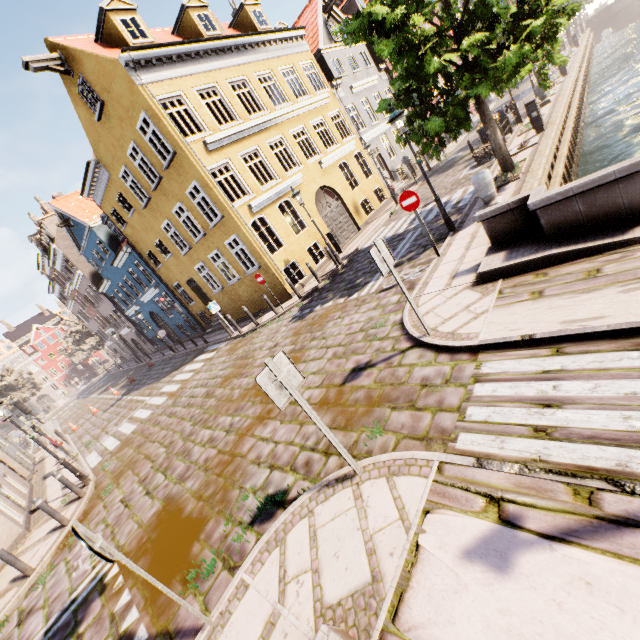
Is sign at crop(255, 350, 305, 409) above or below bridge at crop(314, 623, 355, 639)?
above

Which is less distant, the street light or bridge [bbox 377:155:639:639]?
bridge [bbox 377:155:639:639]

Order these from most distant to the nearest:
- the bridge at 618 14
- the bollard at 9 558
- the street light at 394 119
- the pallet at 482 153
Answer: the bridge at 618 14 → the pallet at 482 153 → the street light at 394 119 → the bollard at 9 558

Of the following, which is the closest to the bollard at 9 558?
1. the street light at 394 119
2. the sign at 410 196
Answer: the sign at 410 196

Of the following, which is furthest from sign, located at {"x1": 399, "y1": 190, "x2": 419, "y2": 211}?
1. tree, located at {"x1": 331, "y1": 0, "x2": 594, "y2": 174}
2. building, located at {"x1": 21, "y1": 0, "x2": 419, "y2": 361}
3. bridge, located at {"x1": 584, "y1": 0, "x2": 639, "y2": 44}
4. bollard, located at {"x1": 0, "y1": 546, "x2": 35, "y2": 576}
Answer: bridge, located at {"x1": 584, "y1": 0, "x2": 639, "y2": 44}

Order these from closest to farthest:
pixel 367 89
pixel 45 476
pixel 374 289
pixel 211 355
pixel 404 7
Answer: pixel 404 7 < pixel 374 289 < pixel 45 476 < pixel 211 355 < pixel 367 89

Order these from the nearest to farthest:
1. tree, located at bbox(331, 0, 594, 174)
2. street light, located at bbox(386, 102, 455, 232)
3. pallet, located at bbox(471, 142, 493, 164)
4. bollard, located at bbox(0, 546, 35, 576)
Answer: bollard, located at bbox(0, 546, 35, 576) < tree, located at bbox(331, 0, 594, 174) < street light, located at bbox(386, 102, 455, 232) < pallet, located at bbox(471, 142, 493, 164)

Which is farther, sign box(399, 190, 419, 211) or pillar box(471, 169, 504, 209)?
pillar box(471, 169, 504, 209)
